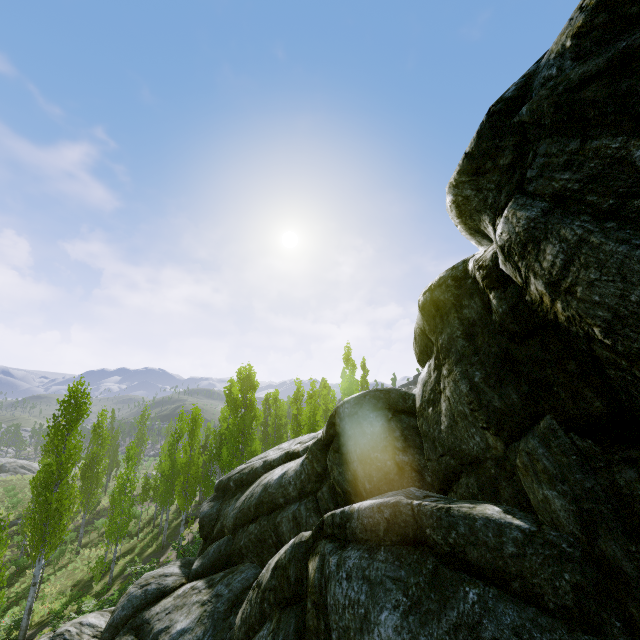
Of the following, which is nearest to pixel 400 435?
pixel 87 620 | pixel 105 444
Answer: pixel 87 620

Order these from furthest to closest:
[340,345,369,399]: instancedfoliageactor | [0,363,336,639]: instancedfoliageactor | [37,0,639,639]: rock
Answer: [340,345,369,399]: instancedfoliageactor → [0,363,336,639]: instancedfoliageactor → [37,0,639,639]: rock

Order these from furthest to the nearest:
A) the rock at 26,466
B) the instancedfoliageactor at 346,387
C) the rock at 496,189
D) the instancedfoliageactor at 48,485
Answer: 1. the rock at 26,466
2. the instancedfoliageactor at 346,387
3. the instancedfoliageactor at 48,485
4. the rock at 496,189

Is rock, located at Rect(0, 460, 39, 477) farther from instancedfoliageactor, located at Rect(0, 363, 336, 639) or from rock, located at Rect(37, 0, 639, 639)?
rock, located at Rect(37, 0, 639, 639)

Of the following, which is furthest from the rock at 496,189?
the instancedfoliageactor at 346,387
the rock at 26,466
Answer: the rock at 26,466

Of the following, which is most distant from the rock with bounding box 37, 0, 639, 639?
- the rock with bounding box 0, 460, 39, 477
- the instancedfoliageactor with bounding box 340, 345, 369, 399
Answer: the rock with bounding box 0, 460, 39, 477

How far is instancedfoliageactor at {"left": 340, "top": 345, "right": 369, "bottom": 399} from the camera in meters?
32.4 m
